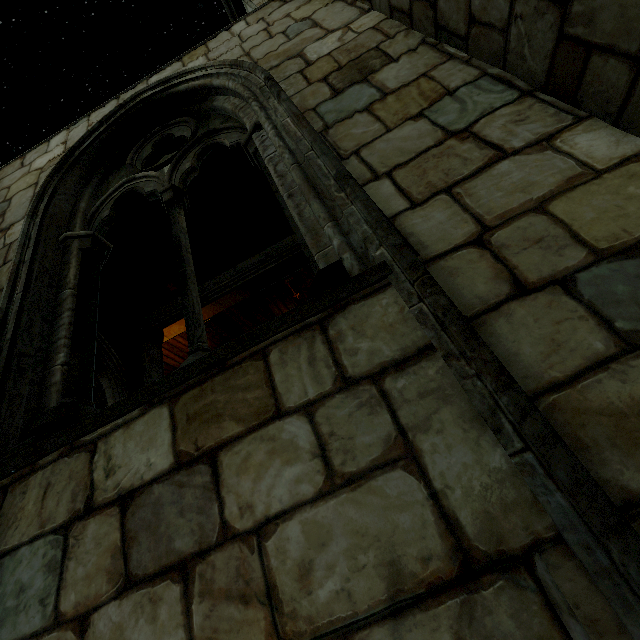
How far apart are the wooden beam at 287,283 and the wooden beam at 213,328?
1.8 meters

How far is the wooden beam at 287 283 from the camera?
7.4m

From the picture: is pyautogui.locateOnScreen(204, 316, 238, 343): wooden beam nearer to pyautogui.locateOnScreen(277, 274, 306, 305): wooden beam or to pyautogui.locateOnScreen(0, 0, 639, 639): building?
pyautogui.locateOnScreen(0, 0, 639, 639): building

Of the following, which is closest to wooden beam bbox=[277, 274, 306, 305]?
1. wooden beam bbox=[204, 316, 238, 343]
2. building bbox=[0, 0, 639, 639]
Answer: building bbox=[0, 0, 639, 639]

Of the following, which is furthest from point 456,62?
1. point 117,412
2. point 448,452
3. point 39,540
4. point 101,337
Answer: point 101,337

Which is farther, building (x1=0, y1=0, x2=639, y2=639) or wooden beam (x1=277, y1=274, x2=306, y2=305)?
wooden beam (x1=277, y1=274, x2=306, y2=305)

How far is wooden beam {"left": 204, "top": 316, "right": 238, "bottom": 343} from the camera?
7.6m
